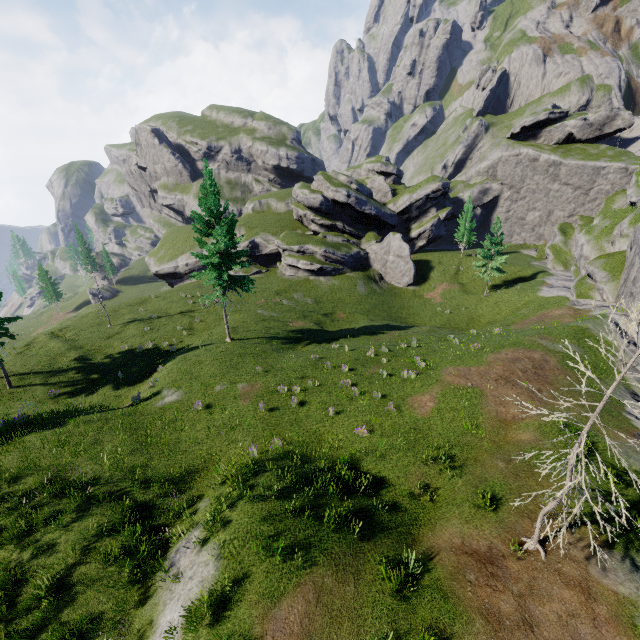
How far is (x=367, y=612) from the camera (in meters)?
8.68
